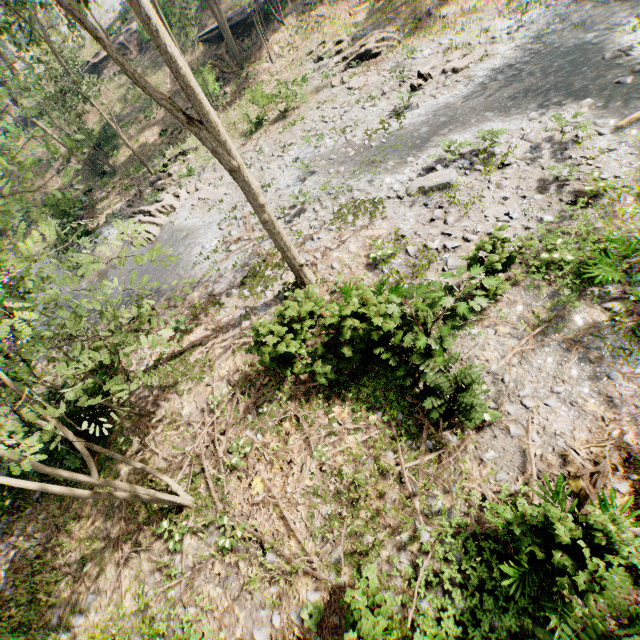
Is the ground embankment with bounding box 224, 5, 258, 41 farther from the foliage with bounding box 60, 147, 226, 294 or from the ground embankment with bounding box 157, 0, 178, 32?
the ground embankment with bounding box 157, 0, 178, 32

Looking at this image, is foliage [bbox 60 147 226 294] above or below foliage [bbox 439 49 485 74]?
above

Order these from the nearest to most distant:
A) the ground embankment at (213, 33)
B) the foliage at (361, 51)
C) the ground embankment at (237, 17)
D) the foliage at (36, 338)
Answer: the foliage at (36, 338) → the foliage at (361, 51) → the ground embankment at (237, 17) → the ground embankment at (213, 33)

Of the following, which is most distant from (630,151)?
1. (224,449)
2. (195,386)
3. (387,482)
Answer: (195,386)

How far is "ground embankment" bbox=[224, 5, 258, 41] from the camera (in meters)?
28.41

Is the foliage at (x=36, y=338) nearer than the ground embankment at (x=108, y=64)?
Yes

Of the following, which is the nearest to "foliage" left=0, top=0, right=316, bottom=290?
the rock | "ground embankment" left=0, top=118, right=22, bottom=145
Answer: "ground embankment" left=0, top=118, right=22, bottom=145

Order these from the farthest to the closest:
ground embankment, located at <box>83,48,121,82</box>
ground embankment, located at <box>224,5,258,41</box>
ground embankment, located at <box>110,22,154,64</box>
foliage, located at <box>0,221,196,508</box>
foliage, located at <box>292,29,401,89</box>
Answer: ground embankment, located at <box>83,48,121,82</box> < ground embankment, located at <box>110,22,154,64</box> < ground embankment, located at <box>224,5,258,41</box> < foliage, located at <box>292,29,401,89</box> < foliage, located at <box>0,221,196,508</box>
